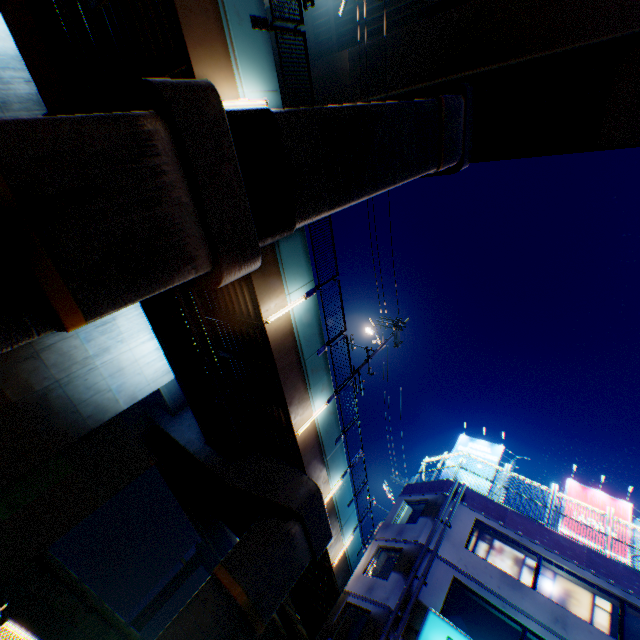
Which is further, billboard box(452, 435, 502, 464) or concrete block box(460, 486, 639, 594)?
billboard box(452, 435, 502, 464)

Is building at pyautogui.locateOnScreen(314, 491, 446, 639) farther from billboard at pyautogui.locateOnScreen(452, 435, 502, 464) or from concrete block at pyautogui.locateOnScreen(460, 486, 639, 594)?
billboard at pyautogui.locateOnScreen(452, 435, 502, 464)

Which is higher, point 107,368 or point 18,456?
point 107,368

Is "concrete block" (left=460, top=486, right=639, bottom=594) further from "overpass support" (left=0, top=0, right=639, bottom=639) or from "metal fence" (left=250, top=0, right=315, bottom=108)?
"overpass support" (left=0, top=0, right=639, bottom=639)

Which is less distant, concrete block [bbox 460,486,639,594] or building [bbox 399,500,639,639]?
building [bbox 399,500,639,639]

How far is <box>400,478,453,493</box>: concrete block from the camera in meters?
17.5 m

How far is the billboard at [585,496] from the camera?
16.4m

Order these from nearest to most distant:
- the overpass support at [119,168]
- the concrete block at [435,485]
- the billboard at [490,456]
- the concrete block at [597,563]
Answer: the overpass support at [119,168]
the concrete block at [597,563]
the concrete block at [435,485]
the billboard at [490,456]
